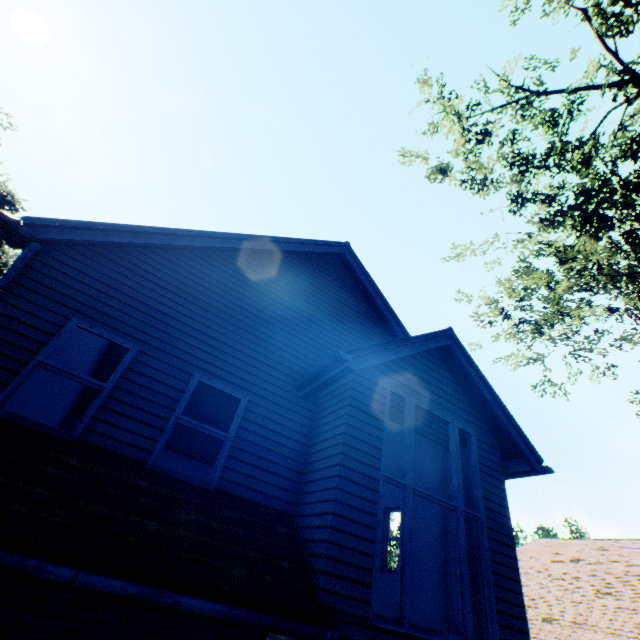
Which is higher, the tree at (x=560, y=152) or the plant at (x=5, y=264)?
the plant at (x=5, y=264)

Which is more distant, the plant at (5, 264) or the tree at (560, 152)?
the plant at (5, 264)

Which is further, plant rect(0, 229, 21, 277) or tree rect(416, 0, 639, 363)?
plant rect(0, 229, 21, 277)

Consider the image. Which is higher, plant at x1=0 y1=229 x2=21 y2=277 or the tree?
plant at x1=0 y1=229 x2=21 y2=277

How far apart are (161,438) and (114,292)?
2.6 meters

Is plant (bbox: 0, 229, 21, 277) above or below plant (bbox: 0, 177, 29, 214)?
below
